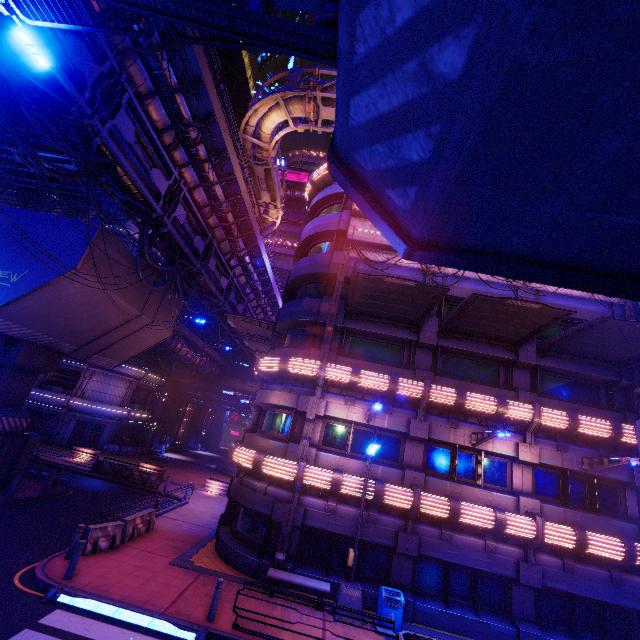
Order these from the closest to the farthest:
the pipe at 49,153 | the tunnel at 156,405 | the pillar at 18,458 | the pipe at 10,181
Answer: the pillar at 18,458 → the pipe at 49,153 → the pipe at 10,181 → the tunnel at 156,405

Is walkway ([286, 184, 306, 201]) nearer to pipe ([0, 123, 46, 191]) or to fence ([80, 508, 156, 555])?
pipe ([0, 123, 46, 191])

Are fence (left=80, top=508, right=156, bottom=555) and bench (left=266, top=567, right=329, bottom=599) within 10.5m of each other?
yes

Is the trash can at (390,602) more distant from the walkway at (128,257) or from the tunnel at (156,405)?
the tunnel at (156,405)

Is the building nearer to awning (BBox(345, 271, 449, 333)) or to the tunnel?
the tunnel

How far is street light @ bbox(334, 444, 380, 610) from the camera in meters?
11.8 m

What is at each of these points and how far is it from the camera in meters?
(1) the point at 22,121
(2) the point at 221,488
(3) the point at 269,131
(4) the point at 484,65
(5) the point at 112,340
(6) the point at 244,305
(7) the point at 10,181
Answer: (1) building, 46.2
(2) plant holder, 27.1
(3) pipe, 21.6
(4) walkway, 1.2
(5) walkway, 21.0
(6) pipe, 29.5
(7) pipe, 33.9

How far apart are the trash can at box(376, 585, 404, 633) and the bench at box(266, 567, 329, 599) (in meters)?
1.73
